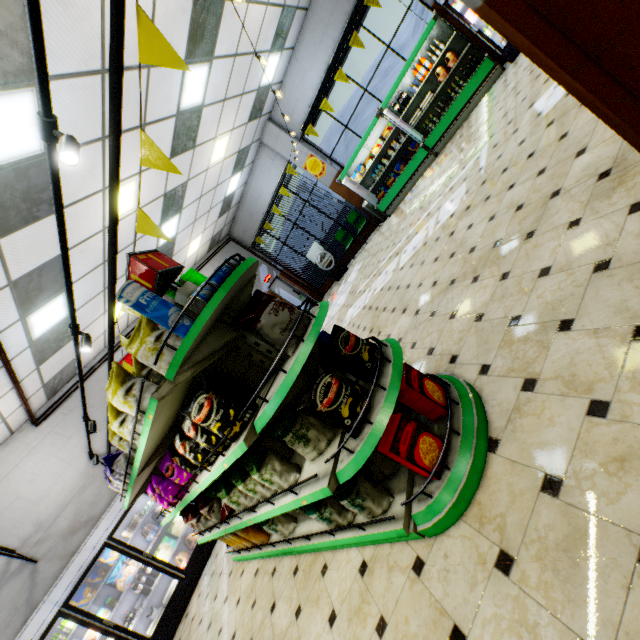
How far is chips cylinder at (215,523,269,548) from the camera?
3.9 meters

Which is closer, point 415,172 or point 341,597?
point 341,597

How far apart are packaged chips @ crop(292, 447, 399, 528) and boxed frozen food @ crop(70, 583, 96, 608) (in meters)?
6.33

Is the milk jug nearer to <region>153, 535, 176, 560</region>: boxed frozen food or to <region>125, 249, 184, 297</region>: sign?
<region>153, 535, 176, 560</region>: boxed frozen food

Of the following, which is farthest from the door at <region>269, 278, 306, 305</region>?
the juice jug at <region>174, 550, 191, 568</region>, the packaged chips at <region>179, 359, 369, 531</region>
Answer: the packaged chips at <region>179, 359, 369, 531</region>

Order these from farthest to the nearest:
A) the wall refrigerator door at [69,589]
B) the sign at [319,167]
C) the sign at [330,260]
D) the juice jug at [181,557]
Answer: the sign at [330,260]
the sign at [319,167]
the juice jug at [181,557]
the wall refrigerator door at [69,589]

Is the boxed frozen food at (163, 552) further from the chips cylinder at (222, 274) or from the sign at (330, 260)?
the sign at (330, 260)

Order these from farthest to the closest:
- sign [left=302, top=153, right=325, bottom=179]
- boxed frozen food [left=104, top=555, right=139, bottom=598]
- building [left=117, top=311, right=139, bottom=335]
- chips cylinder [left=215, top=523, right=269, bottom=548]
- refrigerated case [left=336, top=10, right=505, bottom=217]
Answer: sign [left=302, top=153, right=325, bottom=179]
building [left=117, top=311, right=139, bottom=335]
refrigerated case [left=336, top=10, right=505, bottom=217]
boxed frozen food [left=104, top=555, right=139, bottom=598]
chips cylinder [left=215, top=523, right=269, bottom=548]
